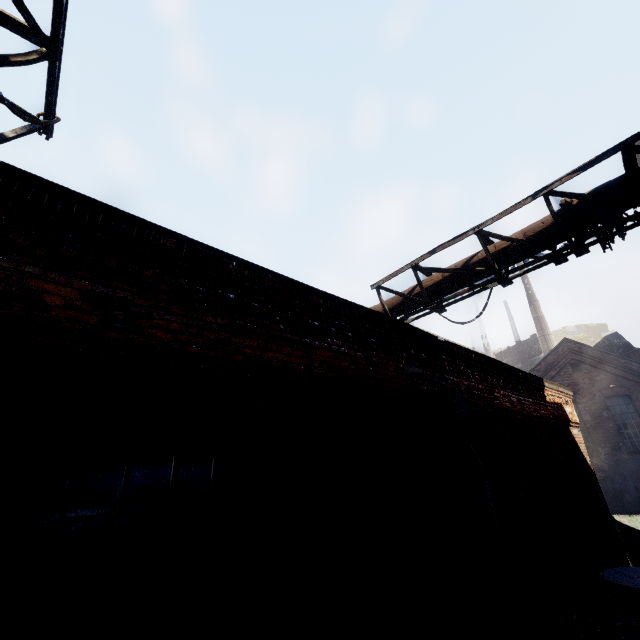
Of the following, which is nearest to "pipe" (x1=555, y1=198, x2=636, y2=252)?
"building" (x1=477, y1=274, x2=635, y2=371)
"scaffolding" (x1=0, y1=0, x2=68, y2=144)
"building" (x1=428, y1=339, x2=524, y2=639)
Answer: "scaffolding" (x1=0, y1=0, x2=68, y2=144)

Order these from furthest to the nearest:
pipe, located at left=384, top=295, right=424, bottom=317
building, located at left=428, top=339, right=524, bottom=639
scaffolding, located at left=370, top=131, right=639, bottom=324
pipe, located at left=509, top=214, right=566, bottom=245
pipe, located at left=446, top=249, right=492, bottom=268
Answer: pipe, located at left=384, top=295, right=424, bottom=317
pipe, located at left=446, top=249, right=492, bottom=268
pipe, located at left=509, top=214, right=566, bottom=245
scaffolding, located at left=370, top=131, right=639, bottom=324
building, located at left=428, top=339, right=524, bottom=639

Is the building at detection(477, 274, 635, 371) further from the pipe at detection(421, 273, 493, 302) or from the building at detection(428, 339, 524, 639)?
the building at detection(428, 339, 524, 639)

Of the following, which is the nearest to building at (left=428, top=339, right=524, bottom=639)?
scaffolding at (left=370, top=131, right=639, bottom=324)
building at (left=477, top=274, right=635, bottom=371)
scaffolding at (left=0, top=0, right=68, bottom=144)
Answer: scaffolding at (left=370, top=131, right=639, bottom=324)

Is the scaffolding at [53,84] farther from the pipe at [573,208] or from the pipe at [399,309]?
the pipe at [399,309]

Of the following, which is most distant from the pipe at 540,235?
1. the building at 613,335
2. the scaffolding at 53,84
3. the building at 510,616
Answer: the building at 613,335

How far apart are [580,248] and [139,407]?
6.3m
